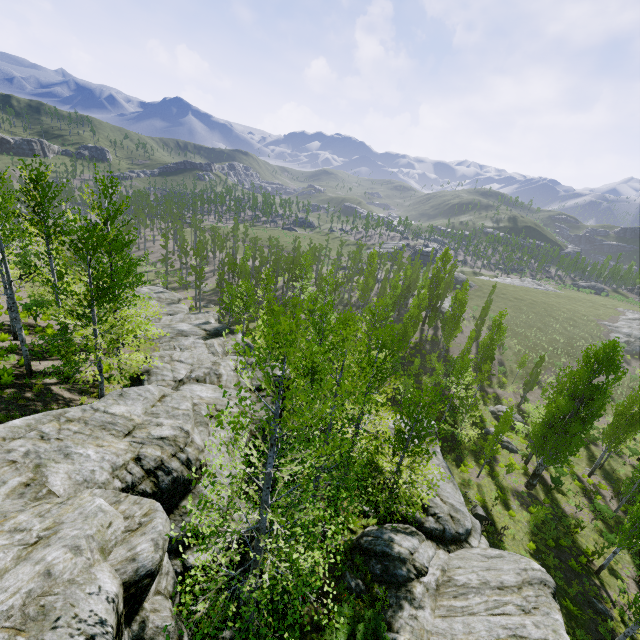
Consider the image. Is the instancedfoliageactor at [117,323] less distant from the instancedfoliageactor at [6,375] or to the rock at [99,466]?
the rock at [99,466]

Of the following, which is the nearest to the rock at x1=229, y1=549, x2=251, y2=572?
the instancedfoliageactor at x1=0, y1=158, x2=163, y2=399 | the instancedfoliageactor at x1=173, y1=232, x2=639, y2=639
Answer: the instancedfoliageactor at x1=173, y1=232, x2=639, y2=639

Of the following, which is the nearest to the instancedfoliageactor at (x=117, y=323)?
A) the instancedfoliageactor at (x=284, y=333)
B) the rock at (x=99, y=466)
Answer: the rock at (x=99, y=466)

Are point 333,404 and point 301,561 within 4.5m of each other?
yes

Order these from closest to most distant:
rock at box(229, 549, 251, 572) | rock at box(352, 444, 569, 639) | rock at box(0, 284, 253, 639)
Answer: rock at box(0, 284, 253, 639) → rock at box(229, 549, 251, 572) → rock at box(352, 444, 569, 639)

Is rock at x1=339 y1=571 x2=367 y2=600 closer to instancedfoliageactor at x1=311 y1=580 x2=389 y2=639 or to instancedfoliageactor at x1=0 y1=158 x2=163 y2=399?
instancedfoliageactor at x1=311 y1=580 x2=389 y2=639

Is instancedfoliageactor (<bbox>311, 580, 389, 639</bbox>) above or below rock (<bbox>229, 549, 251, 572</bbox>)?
below
